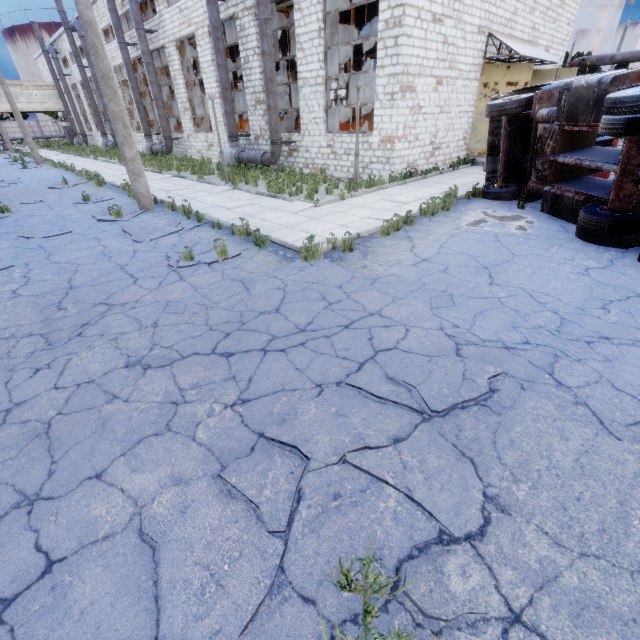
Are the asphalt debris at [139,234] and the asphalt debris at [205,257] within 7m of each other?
yes

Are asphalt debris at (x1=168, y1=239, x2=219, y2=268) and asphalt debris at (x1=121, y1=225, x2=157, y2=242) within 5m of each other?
yes

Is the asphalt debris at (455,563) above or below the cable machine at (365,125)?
below

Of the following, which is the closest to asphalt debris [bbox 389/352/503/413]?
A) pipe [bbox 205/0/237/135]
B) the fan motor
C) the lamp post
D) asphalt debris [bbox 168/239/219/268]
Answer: asphalt debris [bbox 168/239/219/268]

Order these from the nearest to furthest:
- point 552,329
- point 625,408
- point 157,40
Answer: point 625,408 < point 552,329 < point 157,40

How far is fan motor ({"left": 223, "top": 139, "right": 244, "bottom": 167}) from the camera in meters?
18.4 m

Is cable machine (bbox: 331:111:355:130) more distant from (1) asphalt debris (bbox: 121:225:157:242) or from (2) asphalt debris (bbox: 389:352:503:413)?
(2) asphalt debris (bbox: 389:352:503:413)

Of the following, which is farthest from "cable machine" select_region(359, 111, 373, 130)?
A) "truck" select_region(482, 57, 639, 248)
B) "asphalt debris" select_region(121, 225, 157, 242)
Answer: "asphalt debris" select_region(121, 225, 157, 242)
